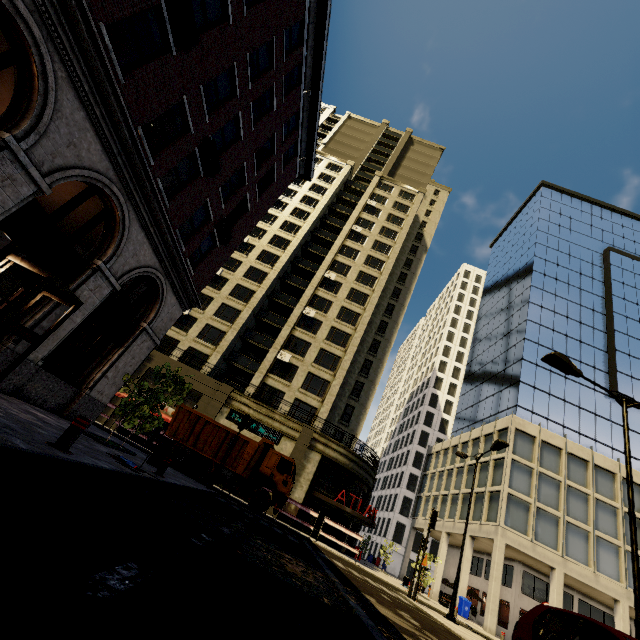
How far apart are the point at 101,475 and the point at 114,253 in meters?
7.7 m

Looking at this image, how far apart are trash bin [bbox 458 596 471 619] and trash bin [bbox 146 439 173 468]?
30.8m

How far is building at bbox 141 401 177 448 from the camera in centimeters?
2509cm

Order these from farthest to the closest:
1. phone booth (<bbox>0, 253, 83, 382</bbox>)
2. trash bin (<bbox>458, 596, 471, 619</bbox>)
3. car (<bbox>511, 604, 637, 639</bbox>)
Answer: trash bin (<bbox>458, 596, 471, 619</bbox>)
phone booth (<bbox>0, 253, 83, 382</bbox>)
car (<bbox>511, 604, 637, 639</bbox>)

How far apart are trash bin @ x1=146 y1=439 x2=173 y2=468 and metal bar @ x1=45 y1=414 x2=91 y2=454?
3.8m

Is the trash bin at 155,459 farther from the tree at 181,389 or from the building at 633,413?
the building at 633,413

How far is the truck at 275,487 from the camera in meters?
17.4
